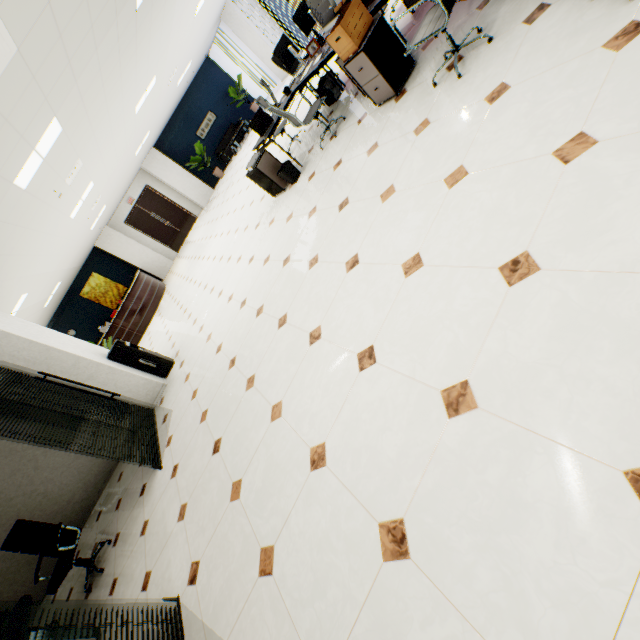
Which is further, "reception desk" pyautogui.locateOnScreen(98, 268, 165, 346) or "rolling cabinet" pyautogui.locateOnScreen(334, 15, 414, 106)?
"reception desk" pyautogui.locateOnScreen(98, 268, 165, 346)

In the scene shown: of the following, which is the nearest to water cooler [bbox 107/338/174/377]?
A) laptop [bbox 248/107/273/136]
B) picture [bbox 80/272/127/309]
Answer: laptop [bbox 248/107/273/136]

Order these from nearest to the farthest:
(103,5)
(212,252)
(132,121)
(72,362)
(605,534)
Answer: (605,534), (103,5), (72,362), (132,121), (212,252)

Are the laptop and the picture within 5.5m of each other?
no

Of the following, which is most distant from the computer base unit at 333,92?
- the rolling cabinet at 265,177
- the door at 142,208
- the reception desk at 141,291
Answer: the door at 142,208

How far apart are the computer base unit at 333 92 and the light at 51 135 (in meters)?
4.06

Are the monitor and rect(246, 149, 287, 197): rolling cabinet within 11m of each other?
yes

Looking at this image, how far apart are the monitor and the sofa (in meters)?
11.02
